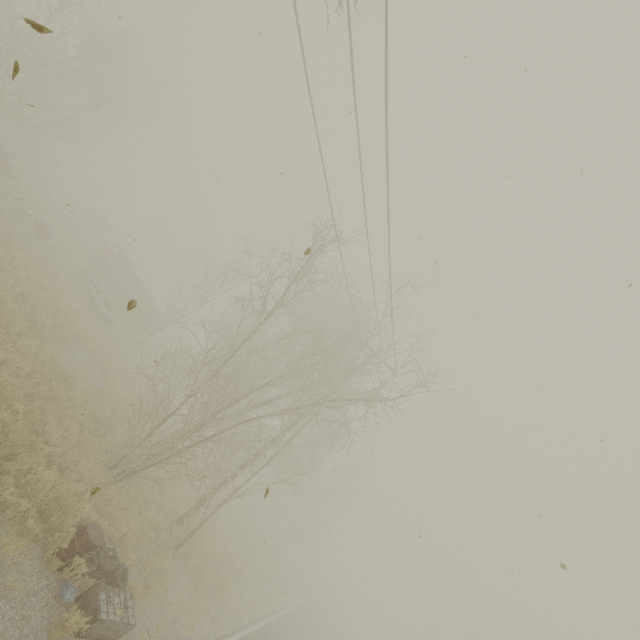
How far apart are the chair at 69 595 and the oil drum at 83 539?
0.4 meters

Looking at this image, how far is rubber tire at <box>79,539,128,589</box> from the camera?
7.94m

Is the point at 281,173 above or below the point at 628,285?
below

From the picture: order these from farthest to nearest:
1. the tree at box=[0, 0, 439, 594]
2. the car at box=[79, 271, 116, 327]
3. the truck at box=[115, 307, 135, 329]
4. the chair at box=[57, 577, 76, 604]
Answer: the truck at box=[115, 307, 135, 329], the car at box=[79, 271, 116, 327], the tree at box=[0, 0, 439, 594], the chair at box=[57, 577, 76, 604]

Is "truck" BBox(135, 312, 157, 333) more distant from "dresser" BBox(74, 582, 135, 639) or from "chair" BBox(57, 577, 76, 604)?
"chair" BBox(57, 577, 76, 604)

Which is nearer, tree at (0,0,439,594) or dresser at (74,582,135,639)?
dresser at (74,582,135,639)

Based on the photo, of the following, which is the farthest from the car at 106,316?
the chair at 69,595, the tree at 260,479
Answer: the chair at 69,595

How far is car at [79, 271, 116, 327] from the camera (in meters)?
19.75
